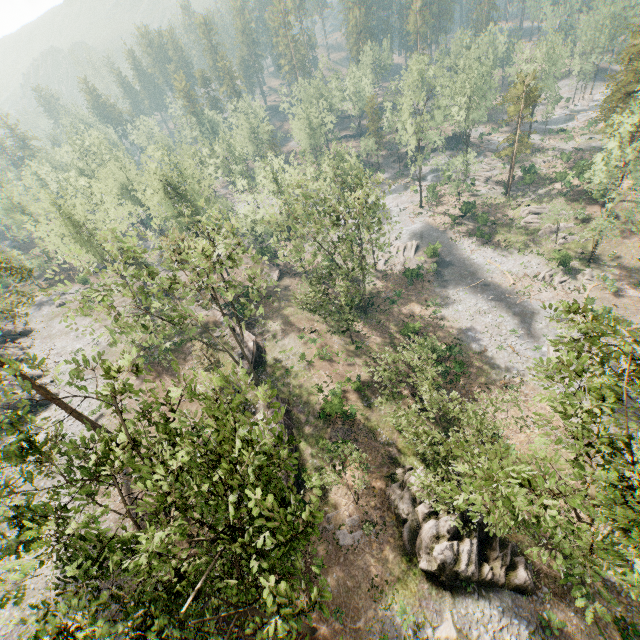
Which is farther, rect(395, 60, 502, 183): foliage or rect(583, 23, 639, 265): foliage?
rect(395, 60, 502, 183): foliage

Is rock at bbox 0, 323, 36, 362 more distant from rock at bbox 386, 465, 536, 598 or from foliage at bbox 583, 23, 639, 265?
rock at bbox 386, 465, 536, 598

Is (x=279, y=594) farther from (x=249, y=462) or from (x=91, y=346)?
(x=91, y=346)

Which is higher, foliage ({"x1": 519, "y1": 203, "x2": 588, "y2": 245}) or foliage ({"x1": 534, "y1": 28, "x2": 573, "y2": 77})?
foliage ({"x1": 534, "y1": 28, "x2": 573, "y2": 77})

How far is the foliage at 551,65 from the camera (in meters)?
57.09

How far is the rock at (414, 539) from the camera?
20.98m

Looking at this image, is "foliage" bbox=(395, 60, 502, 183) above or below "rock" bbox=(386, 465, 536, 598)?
above
